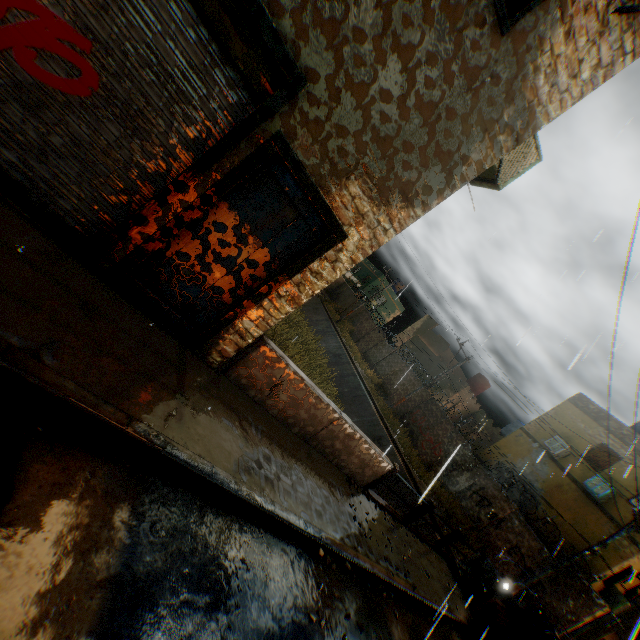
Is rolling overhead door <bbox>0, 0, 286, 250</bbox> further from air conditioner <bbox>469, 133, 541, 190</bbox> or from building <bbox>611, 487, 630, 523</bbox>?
air conditioner <bbox>469, 133, 541, 190</bbox>

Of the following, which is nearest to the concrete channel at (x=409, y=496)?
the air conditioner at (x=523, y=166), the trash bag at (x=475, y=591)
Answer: the trash bag at (x=475, y=591)

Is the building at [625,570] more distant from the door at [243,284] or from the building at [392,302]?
the building at [392,302]

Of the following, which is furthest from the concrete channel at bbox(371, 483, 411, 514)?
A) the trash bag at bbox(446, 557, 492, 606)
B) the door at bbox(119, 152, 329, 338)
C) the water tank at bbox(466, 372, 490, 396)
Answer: the water tank at bbox(466, 372, 490, 396)

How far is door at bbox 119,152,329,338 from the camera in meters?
4.1 m

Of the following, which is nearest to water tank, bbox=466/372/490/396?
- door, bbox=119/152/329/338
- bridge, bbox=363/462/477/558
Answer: bridge, bbox=363/462/477/558

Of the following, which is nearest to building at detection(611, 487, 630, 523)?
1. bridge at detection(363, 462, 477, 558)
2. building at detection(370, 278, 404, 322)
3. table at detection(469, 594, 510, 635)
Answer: building at detection(370, 278, 404, 322)

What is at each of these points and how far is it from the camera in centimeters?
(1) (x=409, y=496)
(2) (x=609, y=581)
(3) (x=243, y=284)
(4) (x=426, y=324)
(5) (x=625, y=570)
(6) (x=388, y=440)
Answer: (1) concrete channel, 1576cm
(2) building, 1505cm
(3) door, 466cm
(4) building, 3512cm
(5) building, 1500cm
(6) concrete channel, 1872cm
